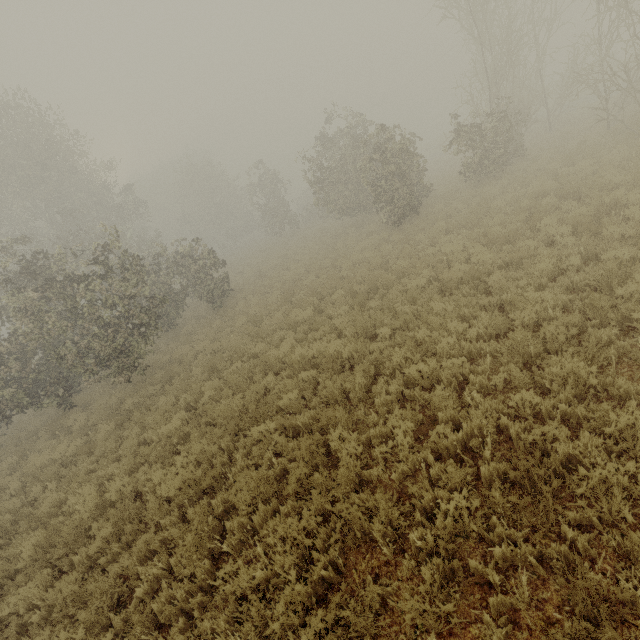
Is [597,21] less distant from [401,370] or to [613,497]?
[401,370]
